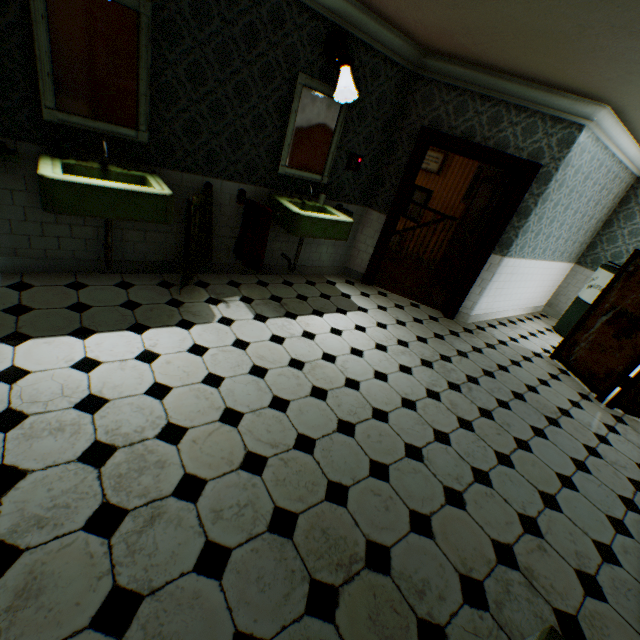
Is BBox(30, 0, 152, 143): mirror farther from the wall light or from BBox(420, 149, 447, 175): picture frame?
BBox(420, 149, 447, 175): picture frame

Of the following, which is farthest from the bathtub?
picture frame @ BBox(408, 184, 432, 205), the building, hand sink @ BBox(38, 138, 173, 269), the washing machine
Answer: picture frame @ BBox(408, 184, 432, 205)

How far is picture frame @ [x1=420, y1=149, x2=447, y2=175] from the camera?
8.9m

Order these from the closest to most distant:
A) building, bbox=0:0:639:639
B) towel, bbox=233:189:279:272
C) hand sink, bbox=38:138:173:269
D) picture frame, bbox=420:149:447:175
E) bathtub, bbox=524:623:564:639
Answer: bathtub, bbox=524:623:564:639
building, bbox=0:0:639:639
hand sink, bbox=38:138:173:269
towel, bbox=233:189:279:272
picture frame, bbox=420:149:447:175

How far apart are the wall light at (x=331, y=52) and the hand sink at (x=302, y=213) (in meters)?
0.93

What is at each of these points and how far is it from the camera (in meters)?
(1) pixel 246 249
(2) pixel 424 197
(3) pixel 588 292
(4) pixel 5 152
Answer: (1) towel, 3.95
(2) picture frame, 9.52
(3) washing machine, 5.89
(4) soap dish, 2.60

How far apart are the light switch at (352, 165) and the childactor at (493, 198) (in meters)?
2.05

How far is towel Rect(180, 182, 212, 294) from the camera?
3.2 meters
